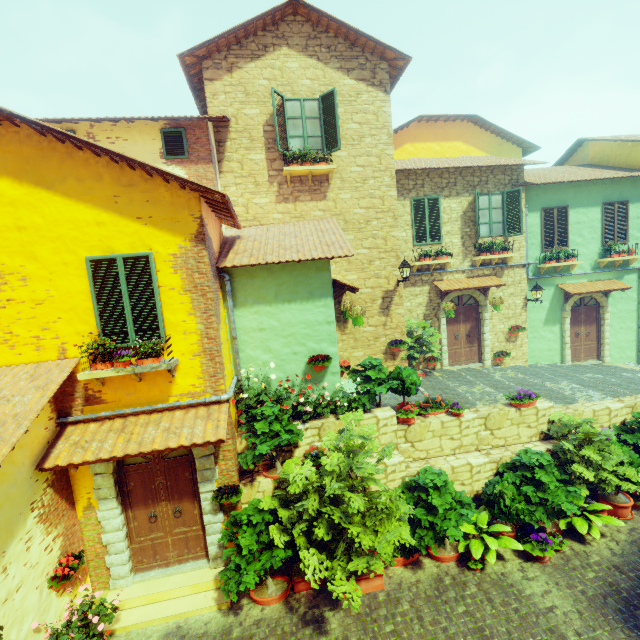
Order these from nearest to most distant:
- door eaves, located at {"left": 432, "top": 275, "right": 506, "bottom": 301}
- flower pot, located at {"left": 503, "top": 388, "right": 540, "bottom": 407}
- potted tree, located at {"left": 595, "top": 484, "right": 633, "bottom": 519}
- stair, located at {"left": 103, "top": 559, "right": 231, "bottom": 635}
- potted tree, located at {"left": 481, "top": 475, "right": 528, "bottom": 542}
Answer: stair, located at {"left": 103, "top": 559, "right": 231, "bottom": 635} → potted tree, located at {"left": 481, "top": 475, "right": 528, "bottom": 542} → potted tree, located at {"left": 595, "top": 484, "right": 633, "bottom": 519} → flower pot, located at {"left": 503, "top": 388, "right": 540, "bottom": 407} → door eaves, located at {"left": 432, "top": 275, "right": 506, "bottom": 301}

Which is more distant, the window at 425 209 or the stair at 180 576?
the window at 425 209

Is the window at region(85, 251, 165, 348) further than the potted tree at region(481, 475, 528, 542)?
No

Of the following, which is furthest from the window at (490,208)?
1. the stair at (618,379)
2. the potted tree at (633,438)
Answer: the potted tree at (633,438)

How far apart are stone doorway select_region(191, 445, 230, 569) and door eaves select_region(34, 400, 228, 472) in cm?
2

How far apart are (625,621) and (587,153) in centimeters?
1789cm

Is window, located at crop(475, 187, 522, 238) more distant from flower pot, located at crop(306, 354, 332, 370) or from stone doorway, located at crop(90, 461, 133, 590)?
stone doorway, located at crop(90, 461, 133, 590)

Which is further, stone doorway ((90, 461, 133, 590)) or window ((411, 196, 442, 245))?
window ((411, 196, 442, 245))
